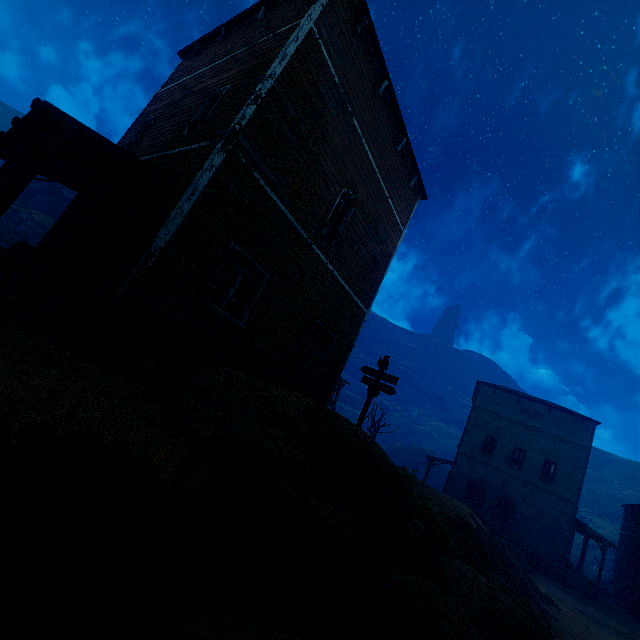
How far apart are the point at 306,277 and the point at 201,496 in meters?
7.4 m

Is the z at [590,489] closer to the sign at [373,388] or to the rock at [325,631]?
the rock at [325,631]

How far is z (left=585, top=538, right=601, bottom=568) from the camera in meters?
35.9 m

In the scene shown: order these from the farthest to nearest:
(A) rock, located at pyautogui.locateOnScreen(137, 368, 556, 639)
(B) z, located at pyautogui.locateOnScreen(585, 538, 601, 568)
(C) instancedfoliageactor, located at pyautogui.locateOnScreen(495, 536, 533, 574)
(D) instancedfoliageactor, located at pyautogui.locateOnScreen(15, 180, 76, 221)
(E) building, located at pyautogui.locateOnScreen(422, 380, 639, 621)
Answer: (B) z, located at pyautogui.locateOnScreen(585, 538, 601, 568), (D) instancedfoliageactor, located at pyautogui.locateOnScreen(15, 180, 76, 221), (E) building, located at pyautogui.locateOnScreen(422, 380, 639, 621), (C) instancedfoliageactor, located at pyautogui.locateOnScreen(495, 536, 533, 574), (A) rock, located at pyautogui.locateOnScreen(137, 368, 556, 639)

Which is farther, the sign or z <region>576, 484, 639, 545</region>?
z <region>576, 484, 639, 545</region>

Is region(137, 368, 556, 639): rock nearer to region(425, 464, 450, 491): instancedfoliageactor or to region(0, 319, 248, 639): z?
region(0, 319, 248, 639): z

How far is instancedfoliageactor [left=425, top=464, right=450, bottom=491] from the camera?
49.5m

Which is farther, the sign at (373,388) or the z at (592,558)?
the z at (592,558)
